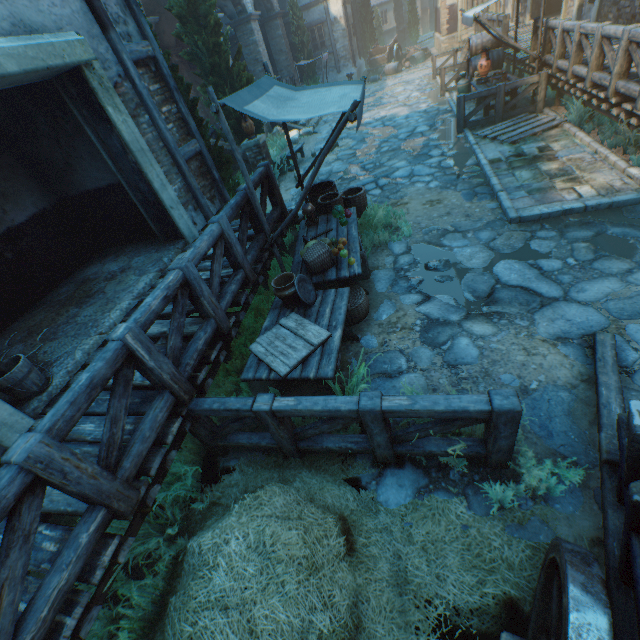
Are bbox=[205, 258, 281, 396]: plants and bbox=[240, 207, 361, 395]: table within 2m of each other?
yes

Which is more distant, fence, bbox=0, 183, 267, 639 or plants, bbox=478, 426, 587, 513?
plants, bbox=478, 426, 587, 513

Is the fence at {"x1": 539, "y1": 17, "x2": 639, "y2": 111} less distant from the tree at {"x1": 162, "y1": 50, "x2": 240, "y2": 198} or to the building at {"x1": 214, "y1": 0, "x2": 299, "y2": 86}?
the building at {"x1": 214, "y1": 0, "x2": 299, "y2": 86}

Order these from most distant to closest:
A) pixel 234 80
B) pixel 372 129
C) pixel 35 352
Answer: pixel 372 129 < pixel 234 80 < pixel 35 352

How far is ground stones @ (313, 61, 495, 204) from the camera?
7.6 meters

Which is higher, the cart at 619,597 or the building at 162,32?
the building at 162,32

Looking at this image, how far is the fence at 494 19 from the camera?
11.34m

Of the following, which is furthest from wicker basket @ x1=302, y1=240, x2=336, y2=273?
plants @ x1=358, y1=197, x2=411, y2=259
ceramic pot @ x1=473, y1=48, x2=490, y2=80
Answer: ceramic pot @ x1=473, y1=48, x2=490, y2=80
